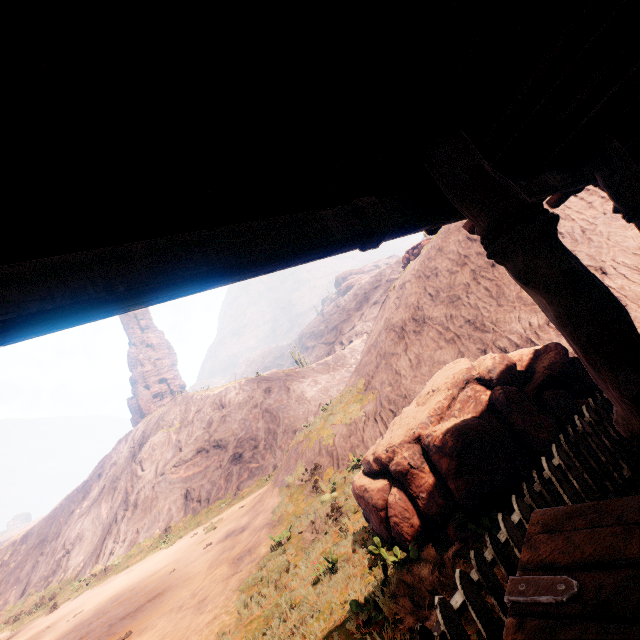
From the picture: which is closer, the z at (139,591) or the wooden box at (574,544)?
the wooden box at (574,544)

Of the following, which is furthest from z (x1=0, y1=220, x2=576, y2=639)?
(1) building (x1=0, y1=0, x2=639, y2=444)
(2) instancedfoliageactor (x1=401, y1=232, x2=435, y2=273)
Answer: (2) instancedfoliageactor (x1=401, y1=232, x2=435, y2=273)

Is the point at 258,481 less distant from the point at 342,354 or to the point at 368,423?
the point at 368,423

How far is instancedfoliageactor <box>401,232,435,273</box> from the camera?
21.4m

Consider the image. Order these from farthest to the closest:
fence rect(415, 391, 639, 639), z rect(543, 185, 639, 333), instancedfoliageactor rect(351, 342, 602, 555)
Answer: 1. z rect(543, 185, 639, 333)
2. instancedfoliageactor rect(351, 342, 602, 555)
3. fence rect(415, 391, 639, 639)

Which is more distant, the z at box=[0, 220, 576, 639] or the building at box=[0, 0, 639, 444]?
the z at box=[0, 220, 576, 639]

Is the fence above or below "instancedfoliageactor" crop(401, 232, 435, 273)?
below

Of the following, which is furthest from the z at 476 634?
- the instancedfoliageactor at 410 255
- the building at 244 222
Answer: the instancedfoliageactor at 410 255
